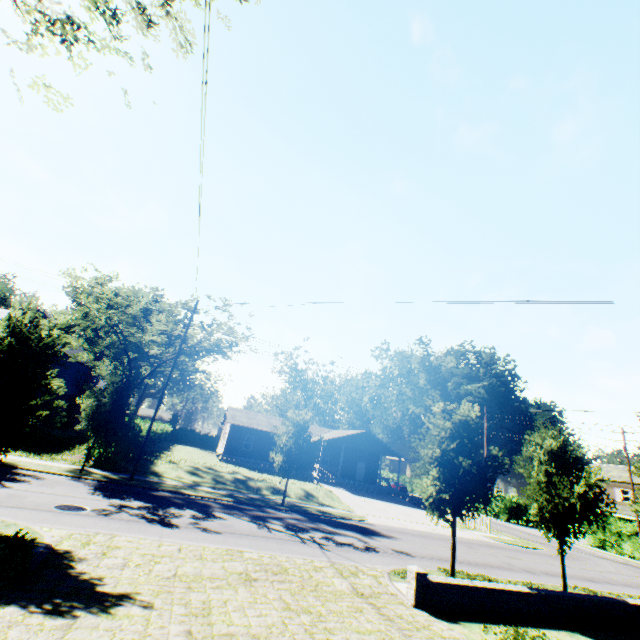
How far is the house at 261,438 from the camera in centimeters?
3738cm

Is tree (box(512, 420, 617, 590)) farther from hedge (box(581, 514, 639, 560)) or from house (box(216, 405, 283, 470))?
hedge (box(581, 514, 639, 560))

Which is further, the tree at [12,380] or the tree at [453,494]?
the tree at [453,494]

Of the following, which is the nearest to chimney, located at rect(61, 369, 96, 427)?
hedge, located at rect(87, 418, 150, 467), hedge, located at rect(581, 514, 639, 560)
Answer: hedge, located at rect(87, 418, 150, 467)

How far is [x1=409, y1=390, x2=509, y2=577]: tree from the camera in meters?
13.1

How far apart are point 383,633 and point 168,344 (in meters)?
23.11

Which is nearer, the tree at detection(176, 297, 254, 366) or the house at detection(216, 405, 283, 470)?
the tree at detection(176, 297, 254, 366)
